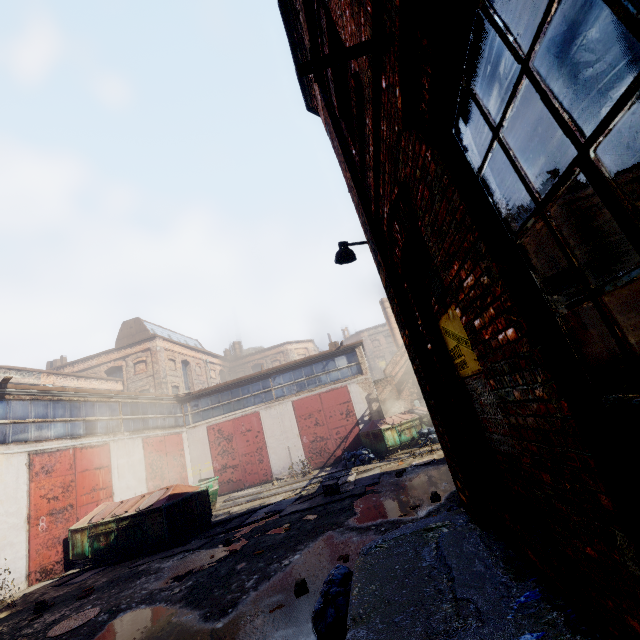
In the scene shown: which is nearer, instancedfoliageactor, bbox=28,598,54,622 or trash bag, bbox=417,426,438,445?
instancedfoliageactor, bbox=28,598,54,622

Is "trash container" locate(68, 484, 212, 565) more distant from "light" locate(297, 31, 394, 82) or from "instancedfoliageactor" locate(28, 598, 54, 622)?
"light" locate(297, 31, 394, 82)

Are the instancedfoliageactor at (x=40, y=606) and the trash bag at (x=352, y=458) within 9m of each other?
no

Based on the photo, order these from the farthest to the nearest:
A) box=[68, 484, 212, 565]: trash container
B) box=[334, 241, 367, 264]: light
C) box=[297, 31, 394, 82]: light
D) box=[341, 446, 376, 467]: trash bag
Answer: box=[341, 446, 376, 467]: trash bag < box=[68, 484, 212, 565]: trash container < box=[334, 241, 367, 264]: light < box=[297, 31, 394, 82]: light

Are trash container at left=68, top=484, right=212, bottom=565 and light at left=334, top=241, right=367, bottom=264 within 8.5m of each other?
no

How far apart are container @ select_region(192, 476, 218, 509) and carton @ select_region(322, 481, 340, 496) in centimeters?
646cm

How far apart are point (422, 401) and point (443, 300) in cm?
2385

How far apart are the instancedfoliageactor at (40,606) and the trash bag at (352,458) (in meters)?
11.29
